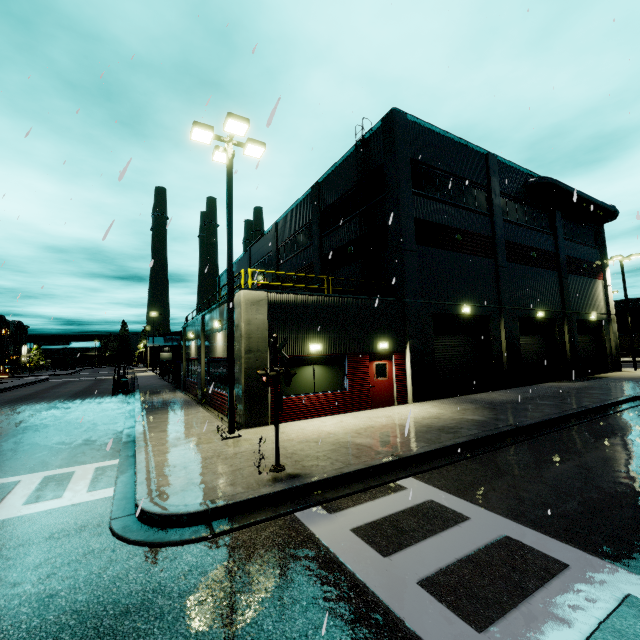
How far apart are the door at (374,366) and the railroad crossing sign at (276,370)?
7.3m

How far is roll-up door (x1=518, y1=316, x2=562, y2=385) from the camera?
21.2 meters

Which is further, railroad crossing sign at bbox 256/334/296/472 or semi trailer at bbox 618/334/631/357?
semi trailer at bbox 618/334/631/357

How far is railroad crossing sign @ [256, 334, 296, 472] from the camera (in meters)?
6.80

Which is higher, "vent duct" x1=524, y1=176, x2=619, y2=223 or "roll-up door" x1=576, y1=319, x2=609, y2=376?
"vent duct" x1=524, y1=176, x2=619, y2=223

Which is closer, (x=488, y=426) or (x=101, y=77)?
(x=101, y=77)

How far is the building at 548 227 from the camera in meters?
12.5 m

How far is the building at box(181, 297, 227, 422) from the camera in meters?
14.5 m
